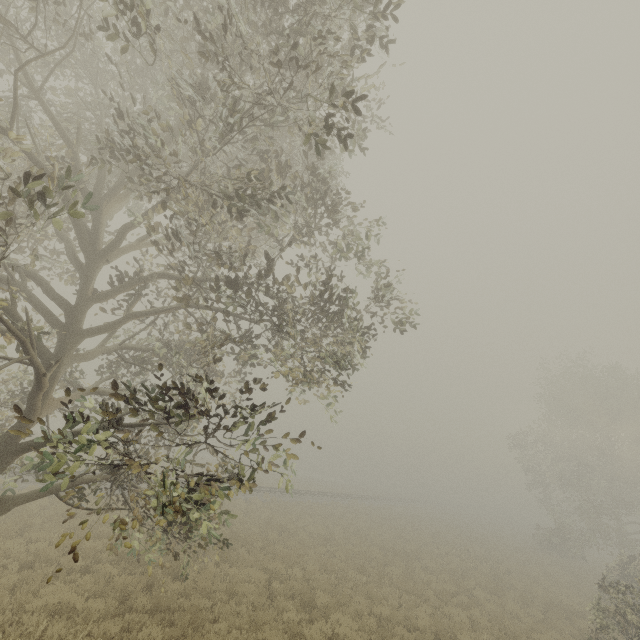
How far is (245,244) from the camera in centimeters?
854cm
